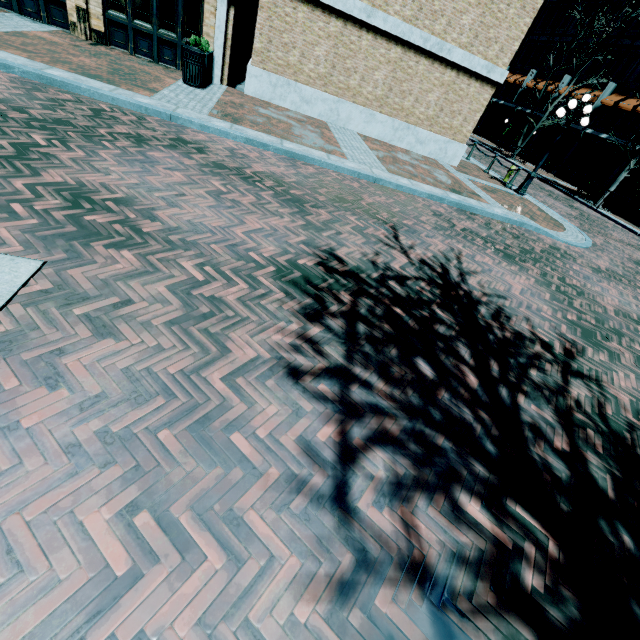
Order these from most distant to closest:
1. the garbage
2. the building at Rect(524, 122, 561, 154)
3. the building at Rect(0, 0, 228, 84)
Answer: the building at Rect(524, 122, 561, 154) < the building at Rect(0, 0, 228, 84) < the garbage

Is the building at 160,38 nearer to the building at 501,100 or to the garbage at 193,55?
the building at 501,100

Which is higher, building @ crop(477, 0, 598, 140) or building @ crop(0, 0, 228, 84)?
building @ crop(477, 0, 598, 140)

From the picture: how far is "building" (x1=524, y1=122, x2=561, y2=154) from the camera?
29.4m

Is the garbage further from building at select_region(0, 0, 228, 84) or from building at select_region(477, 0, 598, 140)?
building at select_region(477, 0, 598, 140)

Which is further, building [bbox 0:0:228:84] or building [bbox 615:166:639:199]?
building [bbox 615:166:639:199]

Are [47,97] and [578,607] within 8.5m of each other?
no
